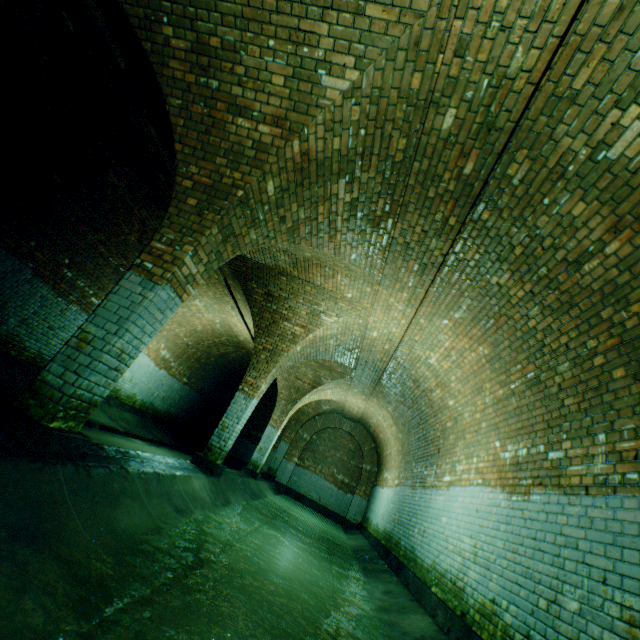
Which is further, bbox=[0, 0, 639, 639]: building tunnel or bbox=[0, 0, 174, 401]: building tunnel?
bbox=[0, 0, 174, 401]: building tunnel

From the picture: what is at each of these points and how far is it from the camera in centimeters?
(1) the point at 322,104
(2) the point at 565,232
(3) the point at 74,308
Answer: (1) support arch, 327cm
(2) building tunnel, 328cm
(3) building tunnel, 805cm

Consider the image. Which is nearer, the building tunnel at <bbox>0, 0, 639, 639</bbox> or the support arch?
the building tunnel at <bbox>0, 0, 639, 639</bbox>

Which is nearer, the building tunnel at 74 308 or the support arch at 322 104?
the support arch at 322 104

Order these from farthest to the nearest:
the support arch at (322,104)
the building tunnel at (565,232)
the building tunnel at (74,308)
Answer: the building tunnel at (74,308)
the support arch at (322,104)
the building tunnel at (565,232)

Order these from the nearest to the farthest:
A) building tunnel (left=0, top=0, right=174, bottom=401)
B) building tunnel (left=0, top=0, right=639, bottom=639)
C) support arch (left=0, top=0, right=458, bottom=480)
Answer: building tunnel (left=0, top=0, right=639, bottom=639)
support arch (left=0, top=0, right=458, bottom=480)
building tunnel (left=0, top=0, right=174, bottom=401)
